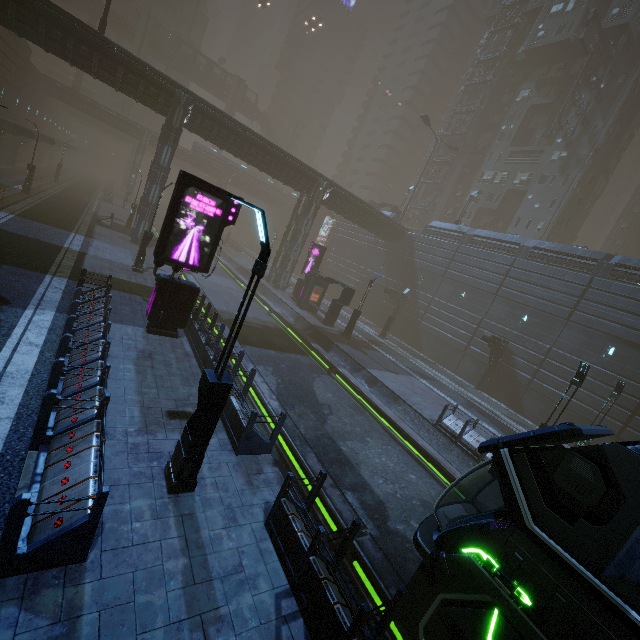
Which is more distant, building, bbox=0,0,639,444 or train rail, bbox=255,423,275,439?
building, bbox=0,0,639,444

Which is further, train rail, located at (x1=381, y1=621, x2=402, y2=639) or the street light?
train rail, located at (x1=381, y1=621, x2=402, y2=639)

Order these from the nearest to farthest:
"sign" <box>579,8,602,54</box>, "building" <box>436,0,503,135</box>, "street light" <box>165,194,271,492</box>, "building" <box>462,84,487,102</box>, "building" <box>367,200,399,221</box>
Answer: "street light" <box>165,194,271,492</box>
"sign" <box>579,8,602,54</box>
"building" <box>367,200,399,221</box>
"building" <box>462,84,487,102</box>
"building" <box>436,0,503,135</box>

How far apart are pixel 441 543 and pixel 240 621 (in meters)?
3.34

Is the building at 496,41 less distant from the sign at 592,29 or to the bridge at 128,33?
the sign at 592,29

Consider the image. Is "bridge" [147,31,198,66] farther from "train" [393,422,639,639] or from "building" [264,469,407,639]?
"train" [393,422,639,639]

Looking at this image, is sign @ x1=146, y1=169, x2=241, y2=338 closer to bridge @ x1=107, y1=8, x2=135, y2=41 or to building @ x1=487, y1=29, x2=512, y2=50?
building @ x1=487, y1=29, x2=512, y2=50

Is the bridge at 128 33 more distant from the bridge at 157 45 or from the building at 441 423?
the building at 441 423
